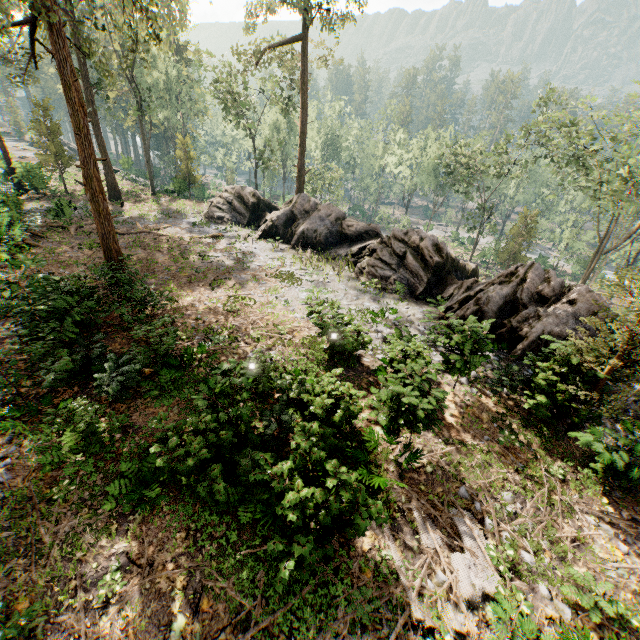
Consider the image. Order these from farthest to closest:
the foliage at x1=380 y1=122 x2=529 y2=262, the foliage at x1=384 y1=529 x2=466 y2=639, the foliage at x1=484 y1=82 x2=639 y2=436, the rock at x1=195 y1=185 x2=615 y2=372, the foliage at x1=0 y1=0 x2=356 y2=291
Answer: the foliage at x1=380 y1=122 x2=529 y2=262 < the rock at x1=195 y1=185 x2=615 y2=372 < the foliage at x1=0 y1=0 x2=356 y2=291 < the foliage at x1=484 y1=82 x2=639 y2=436 < the foliage at x1=384 y1=529 x2=466 y2=639

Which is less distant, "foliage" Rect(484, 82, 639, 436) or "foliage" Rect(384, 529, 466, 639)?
"foliage" Rect(384, 529, 466, 639)

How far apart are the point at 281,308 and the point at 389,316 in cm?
569

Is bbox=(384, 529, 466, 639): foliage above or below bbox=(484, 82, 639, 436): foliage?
below

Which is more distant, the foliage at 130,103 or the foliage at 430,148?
the foliage at 430,148
